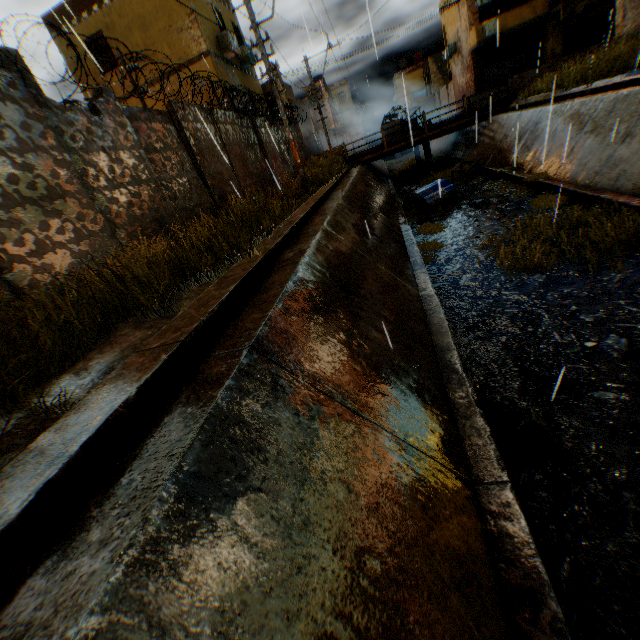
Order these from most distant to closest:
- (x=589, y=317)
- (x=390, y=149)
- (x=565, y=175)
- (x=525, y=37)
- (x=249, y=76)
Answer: (x=525, y=37)
(x=390, y=149)
(x=249, y=76)
(x=565, y=175)
(x=589, y=317)

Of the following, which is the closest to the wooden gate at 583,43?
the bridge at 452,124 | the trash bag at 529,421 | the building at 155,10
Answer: the building at 155,10

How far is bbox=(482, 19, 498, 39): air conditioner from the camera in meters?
23.0

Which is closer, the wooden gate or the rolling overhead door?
the wooden gate

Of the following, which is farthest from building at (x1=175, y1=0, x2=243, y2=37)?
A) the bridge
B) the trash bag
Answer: the trash bag

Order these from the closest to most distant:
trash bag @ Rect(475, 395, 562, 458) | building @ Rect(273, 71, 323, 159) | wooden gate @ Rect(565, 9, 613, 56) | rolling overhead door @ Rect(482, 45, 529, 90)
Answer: trash bag @ Rect(475, 395, 562, 458) < wooden gate @ Rect(565, 9, 613, 56) < rolling overhead door @ Rect(482, 45, 529, 90) < building @ Rect(273, 71, 323, 159)

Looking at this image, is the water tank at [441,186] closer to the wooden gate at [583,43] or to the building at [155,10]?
the building at [155,10]

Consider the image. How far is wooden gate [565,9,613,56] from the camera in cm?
2267
